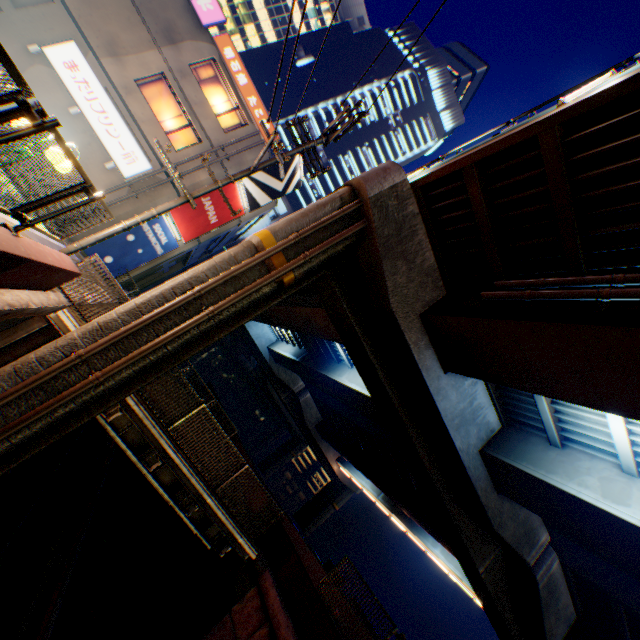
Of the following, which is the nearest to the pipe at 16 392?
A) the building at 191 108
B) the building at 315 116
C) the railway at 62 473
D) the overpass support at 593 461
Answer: the overpass support at 593 461

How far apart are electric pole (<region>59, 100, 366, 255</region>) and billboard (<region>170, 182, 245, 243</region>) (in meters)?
10.02

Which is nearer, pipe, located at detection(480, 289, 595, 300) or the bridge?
pipe, located at detection(480, 289, 595, 300)

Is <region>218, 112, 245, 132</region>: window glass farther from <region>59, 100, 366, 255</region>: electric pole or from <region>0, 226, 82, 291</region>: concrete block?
<region>0, 226, 82, 291</region>: concrete block

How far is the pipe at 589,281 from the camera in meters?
6.1

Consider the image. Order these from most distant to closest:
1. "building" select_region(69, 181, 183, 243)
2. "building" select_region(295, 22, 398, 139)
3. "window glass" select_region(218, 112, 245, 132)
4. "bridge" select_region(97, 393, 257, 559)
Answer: "building" select_region(295, 22, 398, 139)
"window glass" select_region(218, 112, 245, 132)
"building" select_region(69, 181, 183, 243)
"bridge" select_region(97, 393, 257, 559)

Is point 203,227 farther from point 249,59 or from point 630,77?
point 249,59

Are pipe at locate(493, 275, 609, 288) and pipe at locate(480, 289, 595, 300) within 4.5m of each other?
yes
